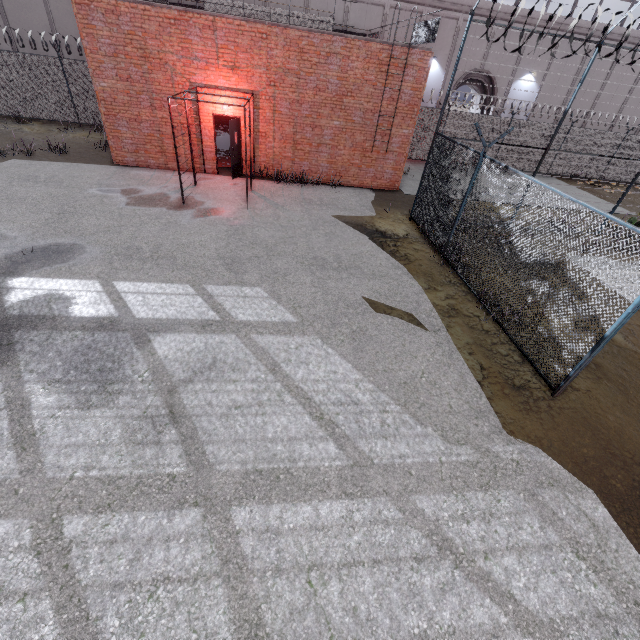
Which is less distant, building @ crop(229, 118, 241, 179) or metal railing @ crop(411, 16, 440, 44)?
metal railing @ crop(411, 16, 440, 44)

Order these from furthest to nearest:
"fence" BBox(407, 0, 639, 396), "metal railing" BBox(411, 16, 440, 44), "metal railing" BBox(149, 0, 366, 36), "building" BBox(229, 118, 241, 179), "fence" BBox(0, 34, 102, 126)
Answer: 1. "fence" BBox(0, 34, 102, 126)
2. "building" BBox(229, 118, 241, 179)
3. "metal railing" BBox(411, 16, 440, 44)
4. "metal railing" BBox(149, 0, 366, 36)
5. "fence" BBox(407, 0, 639, 396)

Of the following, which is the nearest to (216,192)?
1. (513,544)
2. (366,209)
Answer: (366,209)

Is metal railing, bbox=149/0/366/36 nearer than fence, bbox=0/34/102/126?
Yes

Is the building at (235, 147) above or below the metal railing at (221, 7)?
below

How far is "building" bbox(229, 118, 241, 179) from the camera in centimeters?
1216cm

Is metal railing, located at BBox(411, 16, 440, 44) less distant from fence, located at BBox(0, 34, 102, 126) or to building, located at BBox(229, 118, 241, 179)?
fence, located at BBox(0, 34, 102, 126)

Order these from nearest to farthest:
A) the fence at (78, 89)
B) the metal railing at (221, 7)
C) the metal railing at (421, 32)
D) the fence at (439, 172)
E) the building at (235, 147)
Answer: the fence at (439, 172)
the metal railing at (221, 7)
the metal railing at (421, 32)
the building at (235, 147)
the fence at (78, 89)
